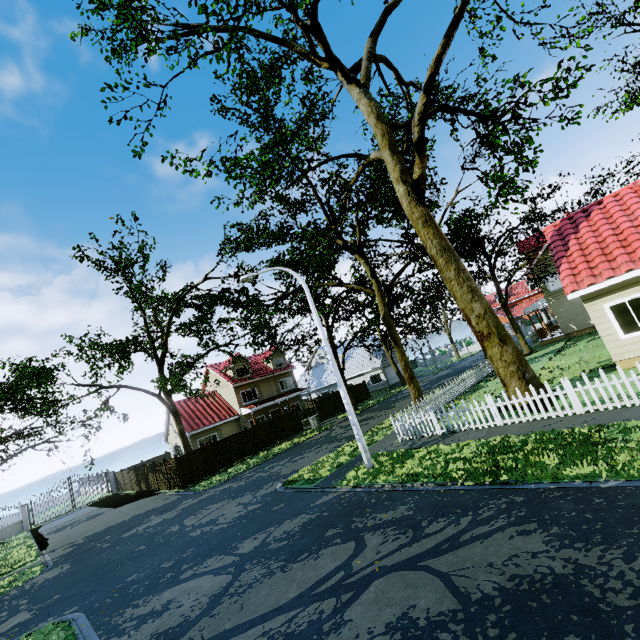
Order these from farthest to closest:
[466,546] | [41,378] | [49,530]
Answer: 1. [49,530]
2. [41,378]
3. [466,546]

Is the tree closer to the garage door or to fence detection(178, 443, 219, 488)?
fence detection(178, 443, 219, 488)

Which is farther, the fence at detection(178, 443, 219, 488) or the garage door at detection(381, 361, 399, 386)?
the garage door at detection(381, 361, 399, 386)

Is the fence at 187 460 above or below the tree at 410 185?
below

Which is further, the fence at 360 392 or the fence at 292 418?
the fence at 360 392

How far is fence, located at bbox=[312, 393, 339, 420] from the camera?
32.5 meters

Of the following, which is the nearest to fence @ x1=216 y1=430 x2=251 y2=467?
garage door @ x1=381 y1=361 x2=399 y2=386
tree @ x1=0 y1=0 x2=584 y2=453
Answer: tree @ x1=0 y1=0 x2=584 y2=453

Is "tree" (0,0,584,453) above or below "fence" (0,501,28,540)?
above
